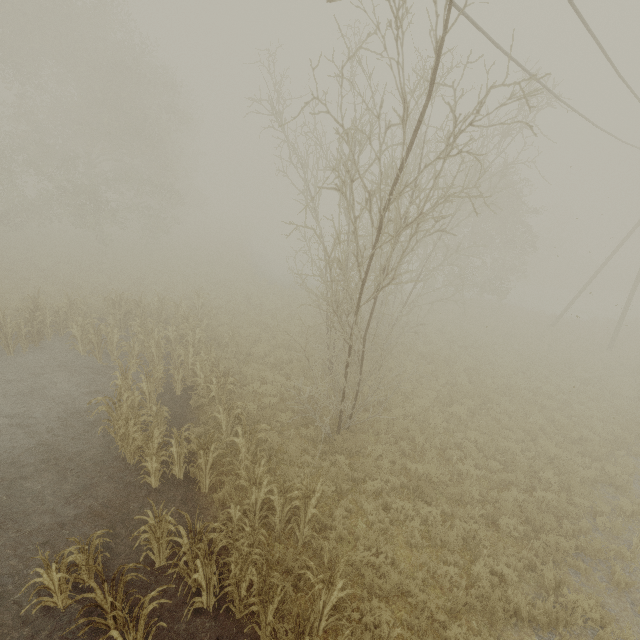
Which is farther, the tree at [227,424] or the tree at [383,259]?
the tree at [227,424]

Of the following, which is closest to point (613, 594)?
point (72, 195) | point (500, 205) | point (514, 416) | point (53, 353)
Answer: point (514, 416)

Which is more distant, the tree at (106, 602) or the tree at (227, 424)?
the tree at (227, 424)

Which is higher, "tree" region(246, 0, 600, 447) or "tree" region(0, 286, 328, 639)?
"tree" region(246, 0, 600, 447)

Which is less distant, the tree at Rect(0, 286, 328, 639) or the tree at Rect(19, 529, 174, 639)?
the tree at Rect(19, 529, 174, 639)

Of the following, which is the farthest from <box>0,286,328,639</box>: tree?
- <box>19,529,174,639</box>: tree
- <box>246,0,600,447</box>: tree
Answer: <box>246,0,600,447</box>: tree

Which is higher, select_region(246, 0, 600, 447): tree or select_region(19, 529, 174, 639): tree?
select_region(246, 0, 600, 447): tree
